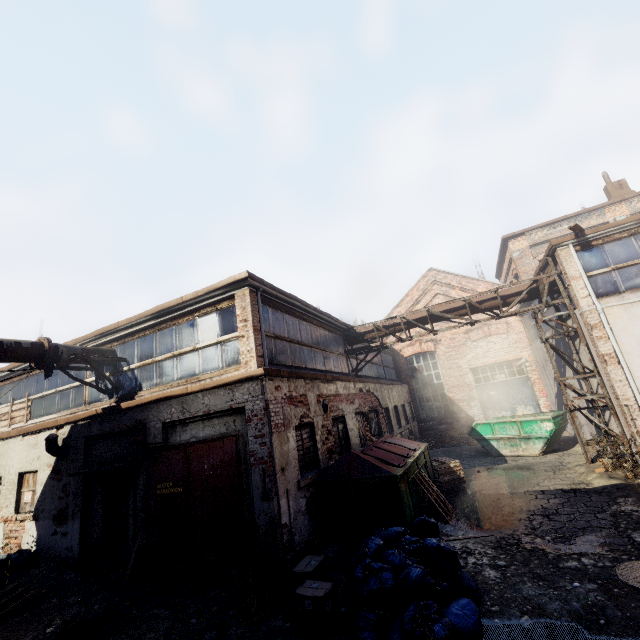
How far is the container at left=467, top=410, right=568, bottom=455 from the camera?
12.08m

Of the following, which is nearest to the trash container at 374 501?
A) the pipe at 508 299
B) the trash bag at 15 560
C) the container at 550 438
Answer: the pipe at 508 299

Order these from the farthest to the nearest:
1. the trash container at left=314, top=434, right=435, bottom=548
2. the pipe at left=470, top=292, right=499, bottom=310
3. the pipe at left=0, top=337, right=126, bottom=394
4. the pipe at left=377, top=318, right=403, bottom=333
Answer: the pipe at left=377, top=318, right=403, bottom=333 → the pipe at left=470, top=292, right=499, bottom=310 → the pipe at left=0, top=337, right=126, bottom=394 → the trash container at left=314, top=434, right=435, bottom=548

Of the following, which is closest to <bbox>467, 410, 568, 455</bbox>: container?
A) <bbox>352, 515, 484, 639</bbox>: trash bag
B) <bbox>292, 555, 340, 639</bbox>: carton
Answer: <bbox>352, 515, 484, 639</bbox>: trash bag

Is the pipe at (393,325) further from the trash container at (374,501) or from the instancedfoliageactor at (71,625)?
the instancedfoliageactor at (71,625)

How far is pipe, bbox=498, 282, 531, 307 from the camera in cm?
1120

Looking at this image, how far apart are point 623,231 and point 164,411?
13.6m

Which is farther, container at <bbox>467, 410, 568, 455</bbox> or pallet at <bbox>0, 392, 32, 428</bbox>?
container at <bbox>467, 410, 568, 455</bbox>
